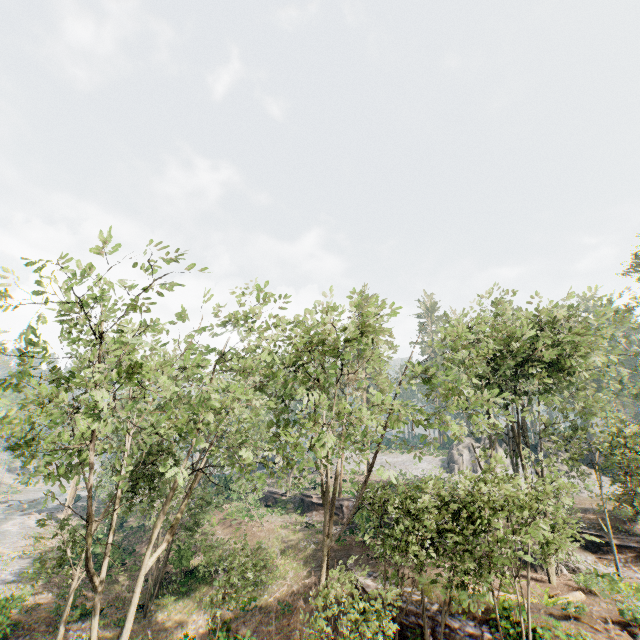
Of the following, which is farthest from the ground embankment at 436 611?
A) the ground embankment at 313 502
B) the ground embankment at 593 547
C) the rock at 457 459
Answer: the rock at 457 459

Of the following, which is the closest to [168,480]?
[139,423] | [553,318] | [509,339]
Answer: [139,423]

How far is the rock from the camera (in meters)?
47.06

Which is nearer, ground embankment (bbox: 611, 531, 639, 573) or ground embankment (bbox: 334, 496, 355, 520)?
ground embankment (bbox: 611, 531, 639, 573)

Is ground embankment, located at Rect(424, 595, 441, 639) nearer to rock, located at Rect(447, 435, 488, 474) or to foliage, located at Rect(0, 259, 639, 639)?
foliage, located at Rect(0, 259, 639, 639)

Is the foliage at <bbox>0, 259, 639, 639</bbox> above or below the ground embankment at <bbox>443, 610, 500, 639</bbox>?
above

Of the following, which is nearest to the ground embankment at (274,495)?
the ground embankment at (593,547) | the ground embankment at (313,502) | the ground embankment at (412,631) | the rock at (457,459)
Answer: the ground embankment at (313,502)

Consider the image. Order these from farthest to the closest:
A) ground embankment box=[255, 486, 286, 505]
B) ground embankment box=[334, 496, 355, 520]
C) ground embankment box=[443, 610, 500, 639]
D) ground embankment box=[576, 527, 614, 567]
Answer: ground embankment box=[255, 486, 286, 505] → ground embankment box=[334, 496, 355, 520] → ground embankment box=[576, 527, 614, 567] → ground embankment box=[443, 610, 500, 639]
